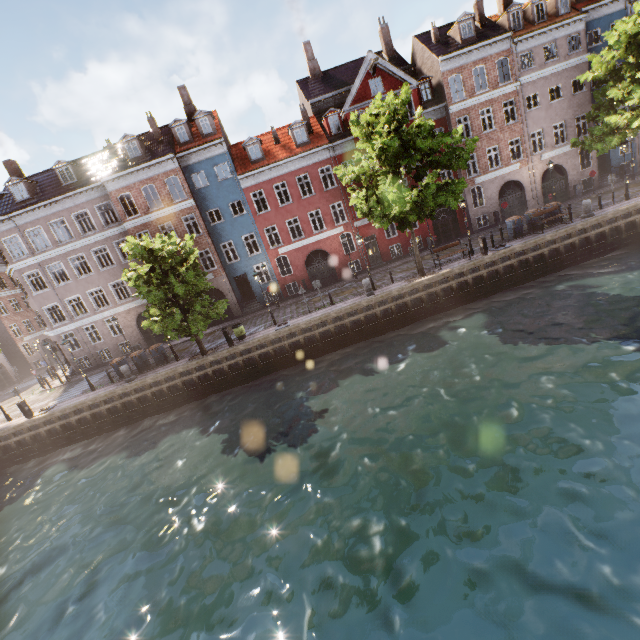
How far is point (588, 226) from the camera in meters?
19.7

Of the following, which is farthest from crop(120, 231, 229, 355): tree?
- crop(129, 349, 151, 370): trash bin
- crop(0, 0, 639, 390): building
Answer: crop(0, 0, 639, 390): building

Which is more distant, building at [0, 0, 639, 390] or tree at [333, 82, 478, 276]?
building at [0, 0, 639, 390]

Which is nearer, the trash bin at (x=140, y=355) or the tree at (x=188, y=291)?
the tree at (x=188, y=291)

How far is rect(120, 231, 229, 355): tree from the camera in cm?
1777

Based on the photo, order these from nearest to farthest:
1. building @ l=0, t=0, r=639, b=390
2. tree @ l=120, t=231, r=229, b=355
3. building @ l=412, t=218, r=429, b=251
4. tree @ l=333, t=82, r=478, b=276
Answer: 1. tree @ l=333, t=82, r=478, b=276
2. tree @ l=120, t=231, r=229, b=355
3. building @ l=0, t=0, r=639, b=390
4. building @ l=412, t=218, r=429, b=251

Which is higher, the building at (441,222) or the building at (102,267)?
the building at (102,267)
